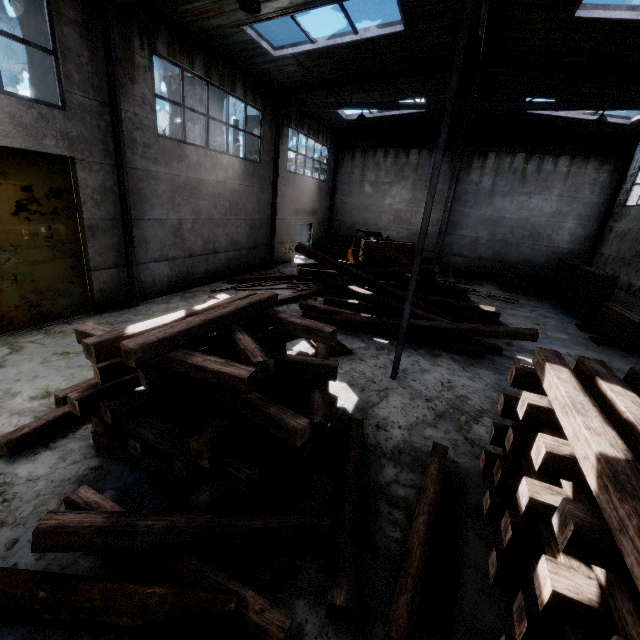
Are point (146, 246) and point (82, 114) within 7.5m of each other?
yes

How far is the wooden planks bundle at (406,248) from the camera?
15.0 meters

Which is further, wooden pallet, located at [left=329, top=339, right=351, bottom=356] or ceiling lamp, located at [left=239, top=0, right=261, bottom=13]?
wooden pallet, located at [left=329, top=339, right=351, bottom=356]

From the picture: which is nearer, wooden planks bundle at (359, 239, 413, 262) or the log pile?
wooden planks bundle at (359, 239, 413, 262)

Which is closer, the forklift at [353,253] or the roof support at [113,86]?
the roof support at [113,86]

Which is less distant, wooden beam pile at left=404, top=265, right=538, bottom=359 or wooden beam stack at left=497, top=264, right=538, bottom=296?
wooden beam pile at left=404, top=265, right=538, bottom=359

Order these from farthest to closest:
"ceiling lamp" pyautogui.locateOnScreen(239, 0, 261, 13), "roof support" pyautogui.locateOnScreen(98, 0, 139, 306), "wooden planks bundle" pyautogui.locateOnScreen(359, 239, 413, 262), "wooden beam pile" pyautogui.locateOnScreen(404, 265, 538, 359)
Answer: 1. "wooden planks bundle" pyautogui.locateOnScreen(359, 239, 413, 262)
2. "wooden beam pile" pyautogui.locateOnScreen(404, 265, 538, 359)
3. "roof support" pyautogui.locateOnScreen(98, 0, 139, 306)
4. "ceiling lamp" pyautogui.locateOnScreen(239, 0, 261, 13)

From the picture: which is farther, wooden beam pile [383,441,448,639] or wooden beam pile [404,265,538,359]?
wooden beam pile [404,265,538,359]
